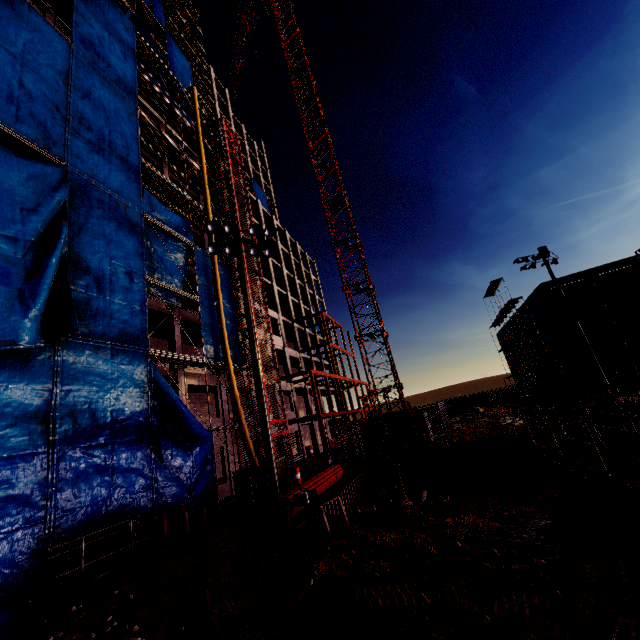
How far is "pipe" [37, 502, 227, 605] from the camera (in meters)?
8.88

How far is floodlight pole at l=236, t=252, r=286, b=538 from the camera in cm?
1046

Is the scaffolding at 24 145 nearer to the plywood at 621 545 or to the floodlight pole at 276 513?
the floodlight pole at 276 513

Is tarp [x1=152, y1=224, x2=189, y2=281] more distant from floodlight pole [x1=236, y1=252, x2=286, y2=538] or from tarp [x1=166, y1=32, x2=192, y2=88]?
floodlight pole [x1=236, y1=252, x2=286, y2=538]

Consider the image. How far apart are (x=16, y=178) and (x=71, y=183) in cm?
257

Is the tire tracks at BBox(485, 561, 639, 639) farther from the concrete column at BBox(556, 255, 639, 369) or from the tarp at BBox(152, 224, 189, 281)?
the concrete column at BBox(556, 255, 639, 369)

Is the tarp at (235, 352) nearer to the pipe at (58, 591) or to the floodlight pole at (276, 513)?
the pipe at (58, 591)

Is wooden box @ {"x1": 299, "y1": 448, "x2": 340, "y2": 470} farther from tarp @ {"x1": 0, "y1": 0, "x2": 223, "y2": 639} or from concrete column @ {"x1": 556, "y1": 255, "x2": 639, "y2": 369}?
concrete column @ {"x1": 556, "y1": 255, "x2": 639, "y2": 369}
